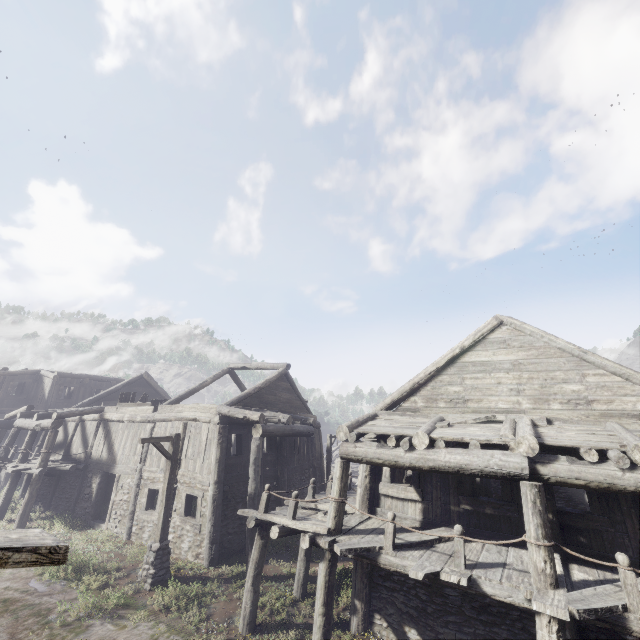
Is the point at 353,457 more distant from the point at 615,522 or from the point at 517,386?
the point at 615,522

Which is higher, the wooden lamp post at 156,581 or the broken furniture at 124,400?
the broken furniture at 124,400

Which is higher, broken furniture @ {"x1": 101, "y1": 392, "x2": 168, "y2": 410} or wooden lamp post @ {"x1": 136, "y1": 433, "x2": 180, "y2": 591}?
broken furniture @ {"x1": 101, "y1": 392, "x2": 168, "y2": 410}

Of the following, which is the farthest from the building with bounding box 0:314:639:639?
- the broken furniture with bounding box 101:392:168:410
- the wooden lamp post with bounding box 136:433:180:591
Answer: the wooden lamp post with bounding box 136:433:180:591

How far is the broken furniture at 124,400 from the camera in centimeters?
1791cm

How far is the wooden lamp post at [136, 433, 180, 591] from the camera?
A: 10.7 meters

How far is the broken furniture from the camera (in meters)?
17.91
